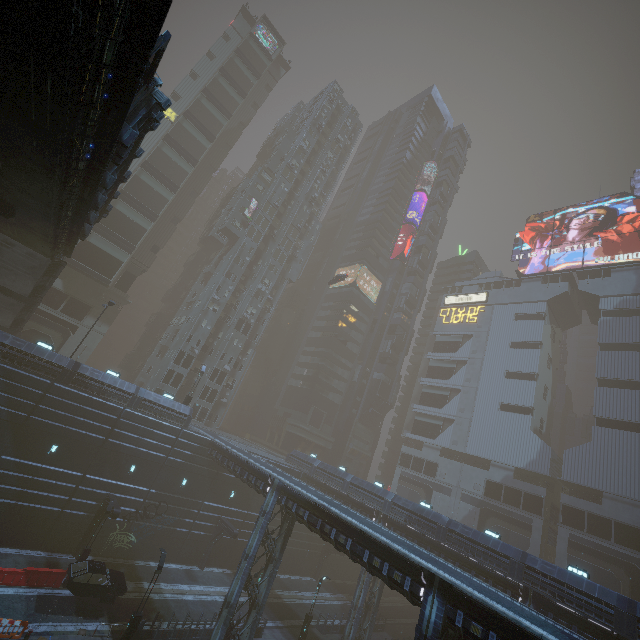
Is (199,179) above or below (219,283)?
above

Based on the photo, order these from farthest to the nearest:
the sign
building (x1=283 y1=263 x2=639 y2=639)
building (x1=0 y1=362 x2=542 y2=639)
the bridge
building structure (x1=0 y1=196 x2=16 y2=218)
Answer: A: the sign < building (x1=283 y1=263 x2=639 y2=639) < building (x1=0 y1=362 x2=542 y2=639) < building structure (x1=0 y1=196 x2=16 y2=218) < the bridge

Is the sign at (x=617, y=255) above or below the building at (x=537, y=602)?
above

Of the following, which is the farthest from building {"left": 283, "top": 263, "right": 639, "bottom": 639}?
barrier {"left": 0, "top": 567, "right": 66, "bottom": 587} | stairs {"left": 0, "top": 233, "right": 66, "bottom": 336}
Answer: barrier {"left": 0, "top": 567, "right": 66, "bottom": 587}

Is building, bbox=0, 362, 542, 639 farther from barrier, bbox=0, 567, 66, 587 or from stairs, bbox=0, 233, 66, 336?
barrier, bbox=0, 567, 66, 587

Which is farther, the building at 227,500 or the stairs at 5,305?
the stairs at 5,305

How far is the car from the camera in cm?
2102

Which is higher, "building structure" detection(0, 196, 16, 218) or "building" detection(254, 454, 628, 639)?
"building structure" detection(0, 196, 16, 218)
